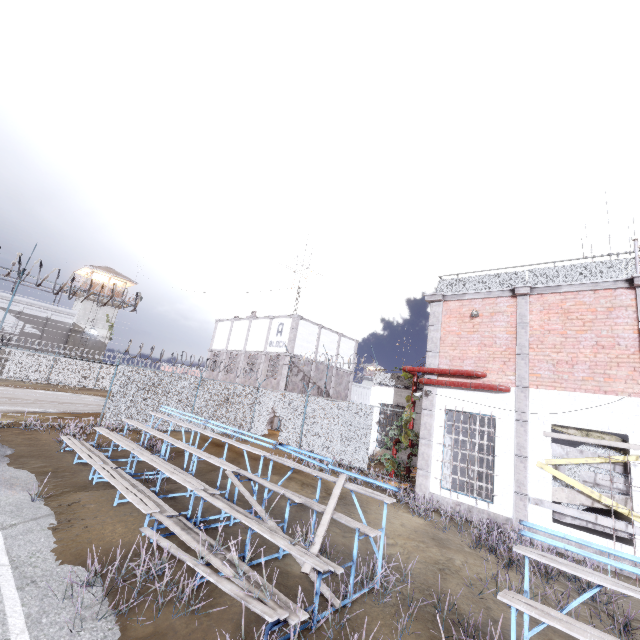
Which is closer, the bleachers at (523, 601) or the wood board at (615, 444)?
the bleachers at (523, 601)

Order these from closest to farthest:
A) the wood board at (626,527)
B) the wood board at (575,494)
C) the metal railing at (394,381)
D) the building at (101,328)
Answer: the wood board at (626,527)
the wood board at (575,494)
the metal railing at (394,381)
the building at (101,328)

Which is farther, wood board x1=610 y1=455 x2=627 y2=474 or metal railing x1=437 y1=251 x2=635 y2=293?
metal railing x1=437 y1=251 x2=635 y2=293

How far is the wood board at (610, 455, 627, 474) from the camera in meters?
8.0

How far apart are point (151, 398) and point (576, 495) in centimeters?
1612cm

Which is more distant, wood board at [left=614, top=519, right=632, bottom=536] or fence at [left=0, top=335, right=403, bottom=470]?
fence at [left=0, top=335, right=403, bottom=470]

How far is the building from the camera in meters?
38.8
